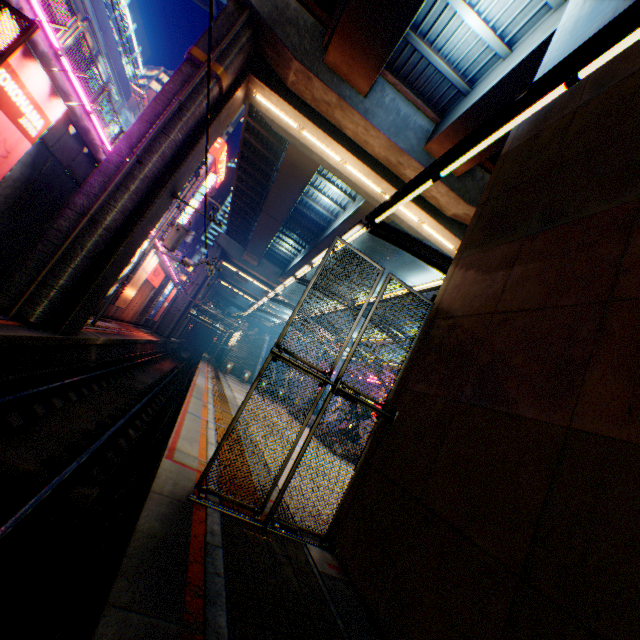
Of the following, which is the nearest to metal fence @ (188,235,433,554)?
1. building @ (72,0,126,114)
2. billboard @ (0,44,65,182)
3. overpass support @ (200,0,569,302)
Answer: overpass support @ (200,0,569,302)

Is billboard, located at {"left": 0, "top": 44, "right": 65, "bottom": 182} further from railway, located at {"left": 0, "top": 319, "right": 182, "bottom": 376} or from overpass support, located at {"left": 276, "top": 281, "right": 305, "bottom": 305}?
overpass support, located at {"left": 276, "top": 281, "right": 305, "bottom": 305}

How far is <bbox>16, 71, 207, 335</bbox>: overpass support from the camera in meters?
10.1 m

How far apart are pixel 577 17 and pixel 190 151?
12.2m

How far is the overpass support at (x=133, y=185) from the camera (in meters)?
10.12

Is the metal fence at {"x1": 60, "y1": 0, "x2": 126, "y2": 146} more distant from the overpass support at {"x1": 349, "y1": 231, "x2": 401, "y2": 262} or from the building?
the building

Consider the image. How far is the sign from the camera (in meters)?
26.53
